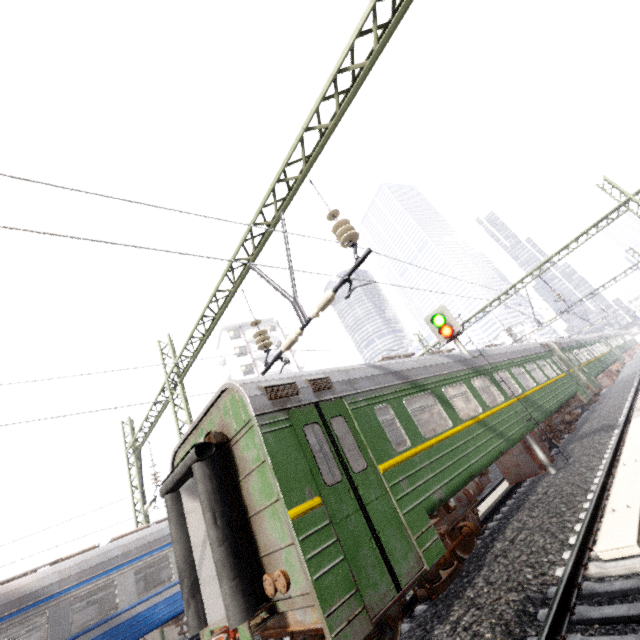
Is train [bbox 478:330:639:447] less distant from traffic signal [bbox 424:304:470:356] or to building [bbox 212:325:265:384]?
traffic signal [bbox 424:304:470:356]

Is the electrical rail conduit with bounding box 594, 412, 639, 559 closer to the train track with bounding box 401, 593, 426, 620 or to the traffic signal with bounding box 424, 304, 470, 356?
the traffic signal with bounding box 424, 304, 470, 356

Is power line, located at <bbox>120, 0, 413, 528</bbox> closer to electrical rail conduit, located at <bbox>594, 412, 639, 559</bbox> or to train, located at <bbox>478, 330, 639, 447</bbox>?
electrical rail conduit, located at <bbox>594, 412, 639, 559</bbox>

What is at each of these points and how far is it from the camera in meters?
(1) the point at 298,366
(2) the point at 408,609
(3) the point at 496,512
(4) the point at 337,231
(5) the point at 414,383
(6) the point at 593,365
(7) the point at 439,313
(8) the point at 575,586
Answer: (1) building, 47.6 m
(2) train track, 5.8 m
(3) train track, 8.7 m
(4) power line, 6.2 m
(5) train, 7.8 m
(6) train, 22.0 m
(7) traffic signal, 11.6 m
(8) train track, 4.1 m

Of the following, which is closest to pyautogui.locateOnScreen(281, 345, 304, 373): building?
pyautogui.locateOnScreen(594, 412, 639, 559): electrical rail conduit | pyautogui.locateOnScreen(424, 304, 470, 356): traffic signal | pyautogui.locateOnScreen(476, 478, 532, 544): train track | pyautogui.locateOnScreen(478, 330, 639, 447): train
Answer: pyautogui.locateOnScreen(478, 330, 639, 447): train

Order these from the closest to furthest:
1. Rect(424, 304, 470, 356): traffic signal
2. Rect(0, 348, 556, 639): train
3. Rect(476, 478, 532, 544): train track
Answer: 1. Rect(0, 348, 556, 639): train
2. Rect(476, 478, 532, 544): train track
3. Rect(424, 304, 470, 356): traffic signal

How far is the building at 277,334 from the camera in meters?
46.7

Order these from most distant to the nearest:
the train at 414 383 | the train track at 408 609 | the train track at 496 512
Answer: the train track at 496 512
the train track at 408 609
the train at 414 383
